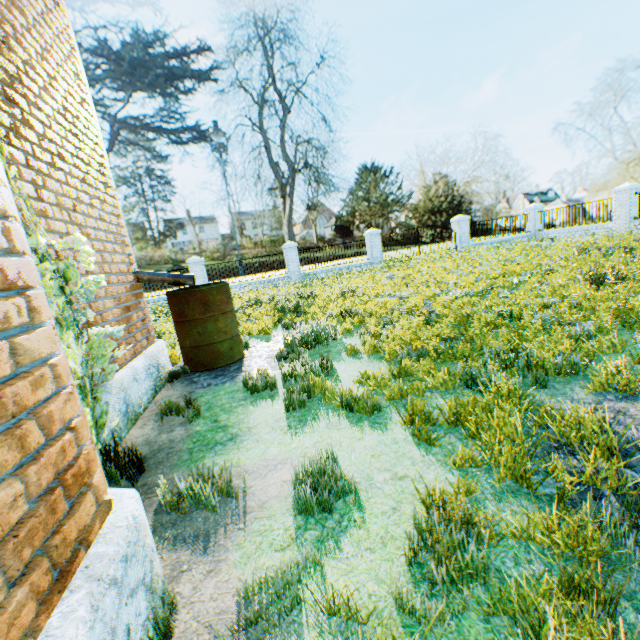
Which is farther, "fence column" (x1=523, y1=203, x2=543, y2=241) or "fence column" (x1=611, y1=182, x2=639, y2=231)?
"fence column" (x1=523, y1=203, x2=543, y2=241)

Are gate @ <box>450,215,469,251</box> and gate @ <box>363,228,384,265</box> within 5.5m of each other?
yes

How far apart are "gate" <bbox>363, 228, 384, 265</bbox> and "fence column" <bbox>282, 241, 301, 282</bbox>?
4.37m

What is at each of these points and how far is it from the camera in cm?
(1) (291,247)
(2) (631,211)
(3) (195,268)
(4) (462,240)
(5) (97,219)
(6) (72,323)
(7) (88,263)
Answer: (1) fence column, 1866
(2) fence column, 1623
(3) fence column, 1780
(4) gate, 2078
(5) building, 402
(6) ivy, 249
(7) ivy, 282

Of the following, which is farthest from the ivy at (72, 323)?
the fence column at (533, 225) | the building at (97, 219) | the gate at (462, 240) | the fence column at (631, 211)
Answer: the fence column at (533, 225)

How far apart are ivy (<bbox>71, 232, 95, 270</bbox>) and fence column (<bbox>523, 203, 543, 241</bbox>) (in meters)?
25.50

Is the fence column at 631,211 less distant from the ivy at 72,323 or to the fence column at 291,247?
the fence column at 291,247

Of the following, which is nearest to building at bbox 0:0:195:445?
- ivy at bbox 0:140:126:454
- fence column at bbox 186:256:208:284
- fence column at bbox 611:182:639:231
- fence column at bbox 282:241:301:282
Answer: ivy at bbox 0:140:126:454
